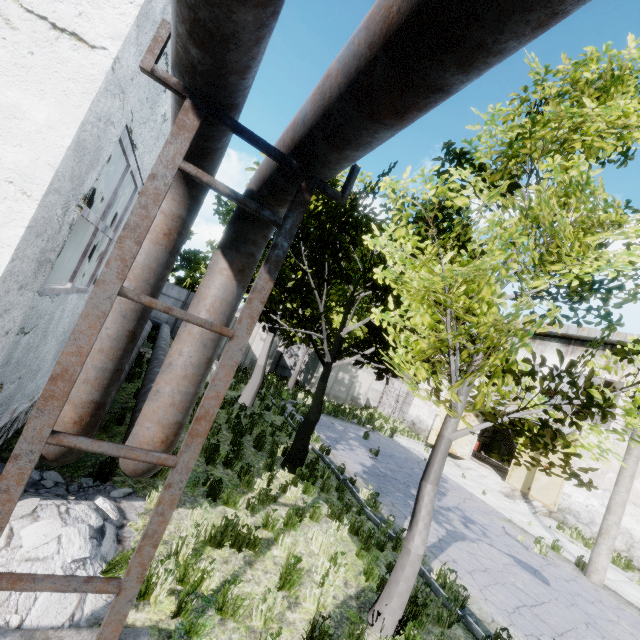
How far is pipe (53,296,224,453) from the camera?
3.64m

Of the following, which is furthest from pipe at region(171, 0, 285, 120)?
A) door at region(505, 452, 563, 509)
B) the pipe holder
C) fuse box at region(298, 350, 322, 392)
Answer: door at region(505, 452, 563, 509)

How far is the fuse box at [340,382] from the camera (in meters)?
25.34

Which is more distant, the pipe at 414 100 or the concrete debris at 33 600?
the concrete debris at 33 600

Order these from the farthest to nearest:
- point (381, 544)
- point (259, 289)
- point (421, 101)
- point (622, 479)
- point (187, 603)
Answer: point (622, 479) → point (381, 544) → point (187, 603) → point (259, 289) → point (421, 101)

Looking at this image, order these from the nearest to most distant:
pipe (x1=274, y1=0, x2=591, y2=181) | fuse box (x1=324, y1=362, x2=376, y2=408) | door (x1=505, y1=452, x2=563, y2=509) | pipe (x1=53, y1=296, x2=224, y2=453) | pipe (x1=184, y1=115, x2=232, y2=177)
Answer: pipe (x1=274, y1=0, x2=591, y2=181)
pipe (x1=184, y1=115, x2=232, y2=177)
pipe (x1=53, y1=296, x2=224, y2=453)
door (x1=505, y1=452, x2=563, y2=509)
fuse box (x1=324, y1=362, x2=376, y2=408)

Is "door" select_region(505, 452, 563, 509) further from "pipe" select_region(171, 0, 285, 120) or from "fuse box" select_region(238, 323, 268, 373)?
"pipe" select_region(171, 0, 285, 120)

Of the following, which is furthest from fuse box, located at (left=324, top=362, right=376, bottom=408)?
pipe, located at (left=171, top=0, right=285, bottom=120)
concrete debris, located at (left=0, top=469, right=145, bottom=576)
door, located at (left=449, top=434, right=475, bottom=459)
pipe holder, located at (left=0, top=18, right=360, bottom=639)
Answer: pipe holder, located at (left=0, top=18, right=360, bottom=639)
